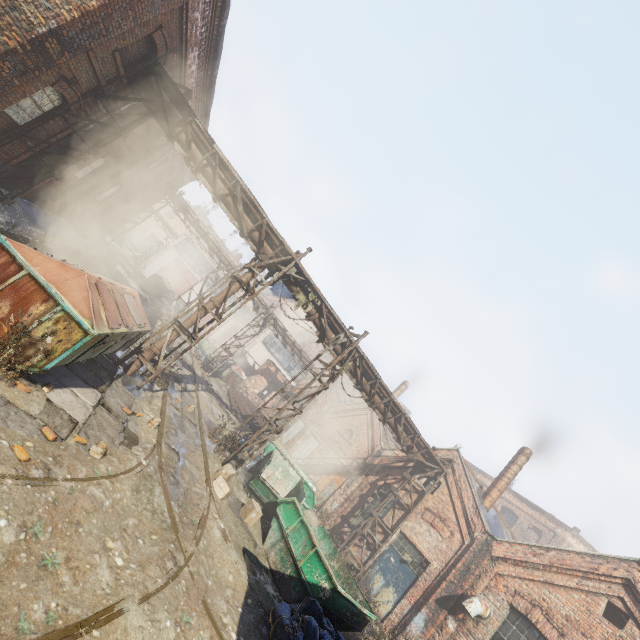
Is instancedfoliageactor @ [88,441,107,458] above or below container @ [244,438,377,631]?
below

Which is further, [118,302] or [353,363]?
[353,363]

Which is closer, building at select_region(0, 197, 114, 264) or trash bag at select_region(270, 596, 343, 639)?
trash bag at select_region(270, 596, 343, 639)

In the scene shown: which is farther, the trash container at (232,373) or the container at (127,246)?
the container at (127,246)

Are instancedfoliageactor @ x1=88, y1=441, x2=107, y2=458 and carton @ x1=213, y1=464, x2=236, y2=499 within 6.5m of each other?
yes

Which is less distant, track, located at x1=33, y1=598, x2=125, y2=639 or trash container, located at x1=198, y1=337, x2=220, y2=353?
track, located at x1=33, y1=598, x2=125, y2=639

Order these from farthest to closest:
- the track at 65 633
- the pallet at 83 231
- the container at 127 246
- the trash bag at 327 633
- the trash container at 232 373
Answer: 1. the container at 127 246
2. the trash container at 232 373
3. the pallet at 83 231
4. the trash bag at 327 633
5. the track at 65 633

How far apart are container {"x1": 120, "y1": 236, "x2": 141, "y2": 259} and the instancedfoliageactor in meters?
39.2 m
